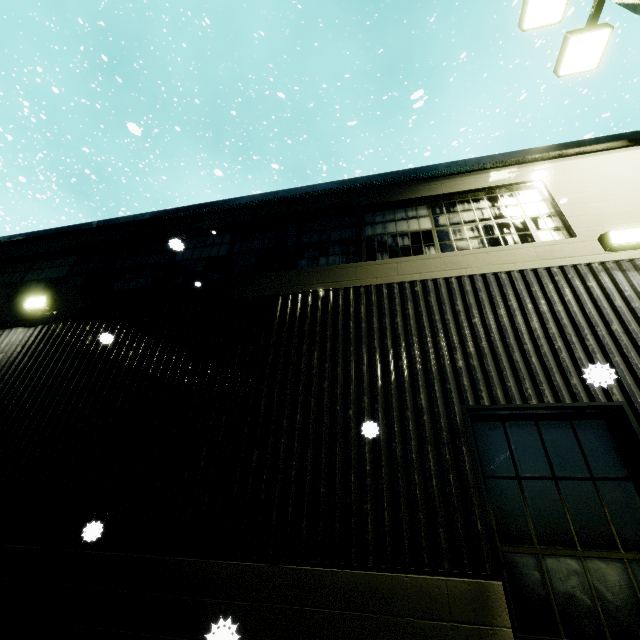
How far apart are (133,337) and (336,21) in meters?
17.7

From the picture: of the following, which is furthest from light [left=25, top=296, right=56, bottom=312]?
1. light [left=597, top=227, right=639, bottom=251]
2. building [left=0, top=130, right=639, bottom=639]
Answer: light [left=597, top=227, right=639, bottom=251]

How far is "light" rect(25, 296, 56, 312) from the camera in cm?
615

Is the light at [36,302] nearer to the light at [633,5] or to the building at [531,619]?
the building at [531,619]

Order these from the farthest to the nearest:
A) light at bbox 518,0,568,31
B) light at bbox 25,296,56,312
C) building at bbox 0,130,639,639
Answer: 1. light at bbox 25,296,56,312
2. light at bbox 518,0,568,31
3. building at bbox 0,130,639,639

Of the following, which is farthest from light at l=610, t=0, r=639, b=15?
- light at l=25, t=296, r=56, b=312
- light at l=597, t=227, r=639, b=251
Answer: light at l=25, t=296, r=56, b=312

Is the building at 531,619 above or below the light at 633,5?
below

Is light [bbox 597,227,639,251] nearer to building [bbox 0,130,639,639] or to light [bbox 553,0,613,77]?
building [bbox 0,130,639,639]
